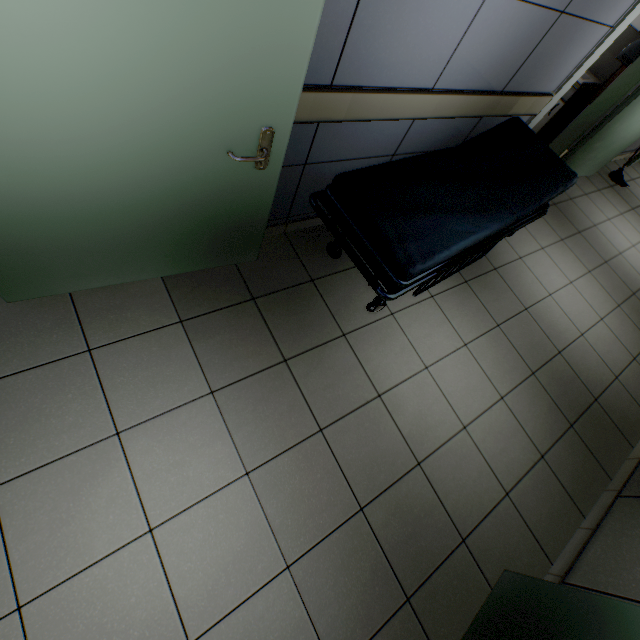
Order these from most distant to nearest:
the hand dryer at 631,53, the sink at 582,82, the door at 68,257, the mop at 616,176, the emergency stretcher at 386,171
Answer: the mop at 616,176 < the sink at 582,82 < the hand dryer at 631,53 < the emergency stretcher at 386,171 < the door at 68,257

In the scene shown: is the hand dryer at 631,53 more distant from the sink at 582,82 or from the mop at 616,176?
the mop at 616,176

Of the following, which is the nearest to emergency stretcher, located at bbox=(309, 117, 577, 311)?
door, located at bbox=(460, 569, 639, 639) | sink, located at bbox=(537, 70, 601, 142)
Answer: door, located at bbox=(460, 569, 639, 639)

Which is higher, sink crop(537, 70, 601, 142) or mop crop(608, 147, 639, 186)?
sink crop(537, 70, 601, 142)

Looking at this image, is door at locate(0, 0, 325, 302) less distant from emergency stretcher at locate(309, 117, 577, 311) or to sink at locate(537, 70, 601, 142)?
emergency stretcher at locate(309, 117, 577, 311)

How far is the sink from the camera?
4.01m

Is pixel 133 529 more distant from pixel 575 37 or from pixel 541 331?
pixel 575 37

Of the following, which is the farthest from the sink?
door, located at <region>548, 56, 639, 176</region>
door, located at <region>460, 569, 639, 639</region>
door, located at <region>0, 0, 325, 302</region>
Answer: door, located at <region>460, 569, 639, 639</region>
